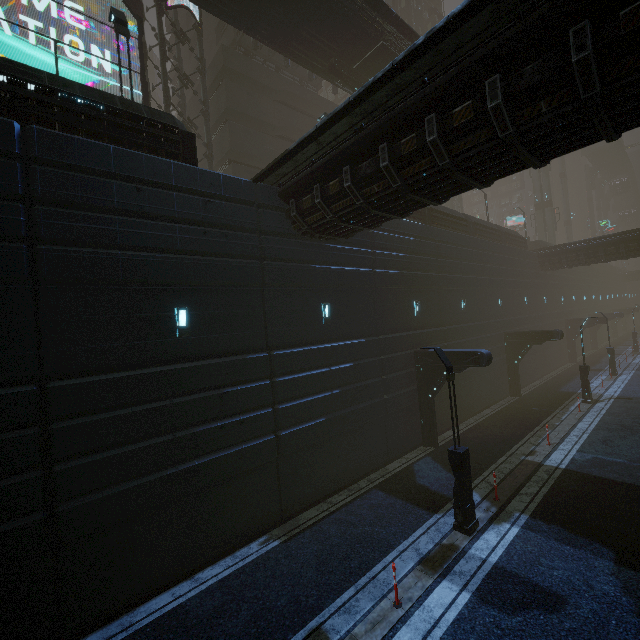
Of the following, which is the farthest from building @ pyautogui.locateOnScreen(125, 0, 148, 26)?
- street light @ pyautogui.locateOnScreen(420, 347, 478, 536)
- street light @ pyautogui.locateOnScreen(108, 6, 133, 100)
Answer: street light @ pyautogui.locateOnScreen(420, 347, 478, 536)

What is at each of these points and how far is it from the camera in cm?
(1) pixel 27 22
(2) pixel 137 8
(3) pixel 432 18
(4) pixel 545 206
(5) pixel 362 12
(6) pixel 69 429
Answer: (1) sign, 1559
(2) building, 1917
(3) building, 4219
(4) sm, 4769
(5) bridge, 1744
(6) building, 745

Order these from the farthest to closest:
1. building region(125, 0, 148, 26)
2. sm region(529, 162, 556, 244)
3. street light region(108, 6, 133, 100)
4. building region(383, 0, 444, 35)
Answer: sm region(529, 162, 556, 244) < building region(383, 0, 444, 35) < building region(125, 0, 148, 26) < street light region(108, 6, 133, 100)

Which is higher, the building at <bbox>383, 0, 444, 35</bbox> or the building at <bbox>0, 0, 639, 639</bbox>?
the building at <bbox>383, 0, 444, 35</bbox>

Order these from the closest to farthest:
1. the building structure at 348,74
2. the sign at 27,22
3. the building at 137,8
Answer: the sign at 27,22
the building at 137,8
the building structure at 348,74

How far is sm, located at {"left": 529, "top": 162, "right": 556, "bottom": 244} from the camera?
47.2 meters

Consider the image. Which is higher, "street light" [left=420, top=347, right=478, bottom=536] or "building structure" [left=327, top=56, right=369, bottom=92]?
"building structure" [left=327, top=56, right=369, bottom=92]

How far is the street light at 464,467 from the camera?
9.63m
